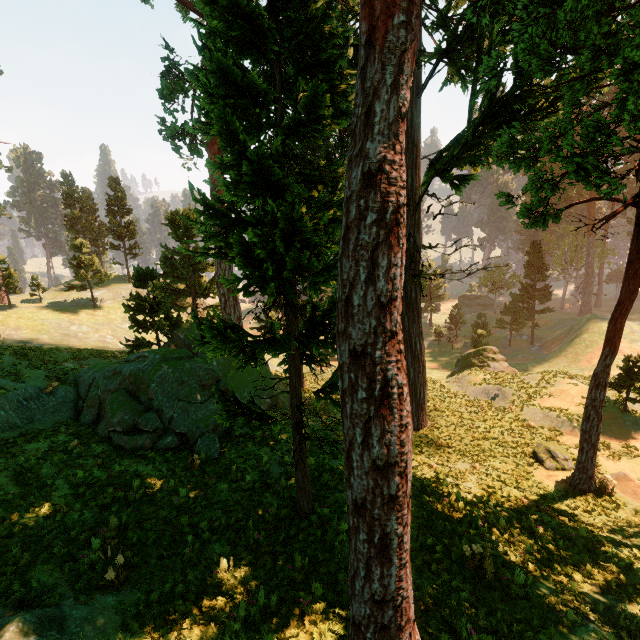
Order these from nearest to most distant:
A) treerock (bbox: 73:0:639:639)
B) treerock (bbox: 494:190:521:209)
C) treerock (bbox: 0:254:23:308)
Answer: treerock (bbox: 73:0:639:639) → treerock (bbox: 494:190:521:209) → treerock (bbox: 0:254:23:308)

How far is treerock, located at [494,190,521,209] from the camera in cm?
1129

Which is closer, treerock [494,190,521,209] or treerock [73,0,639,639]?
treerock [73,0,639,639]

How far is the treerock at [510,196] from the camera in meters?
11.3 m

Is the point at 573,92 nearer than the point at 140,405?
Yes
